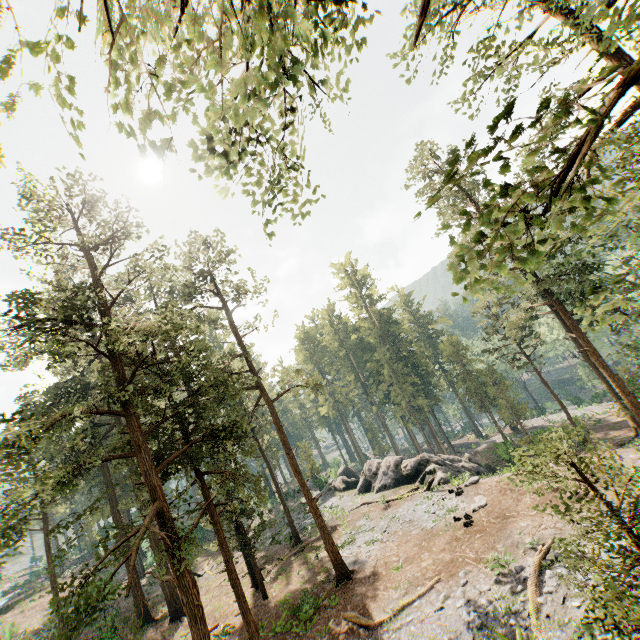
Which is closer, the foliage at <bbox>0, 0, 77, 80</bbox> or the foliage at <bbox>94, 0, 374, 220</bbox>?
the foliage at <bbox>0, 0, 77, 80</bbox>

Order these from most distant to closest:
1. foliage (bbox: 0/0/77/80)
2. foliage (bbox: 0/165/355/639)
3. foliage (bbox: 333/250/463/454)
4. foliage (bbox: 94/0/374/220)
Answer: foliage (bbox: 333/250/463/454) < foliage (bbox: 0/165/355/639) < foliage (bbox: 94/0/374/220) < foliage (bbox: 0/0/77/80)

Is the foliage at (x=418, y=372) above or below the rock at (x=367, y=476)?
above

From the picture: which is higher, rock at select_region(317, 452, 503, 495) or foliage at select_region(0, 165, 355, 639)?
foliage at select_region(0, 165, 355, 639)

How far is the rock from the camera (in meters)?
29.19

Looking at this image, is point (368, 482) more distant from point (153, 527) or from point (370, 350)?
point (153, 527)

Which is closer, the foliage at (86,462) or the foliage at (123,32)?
the foliage at (123,32)
